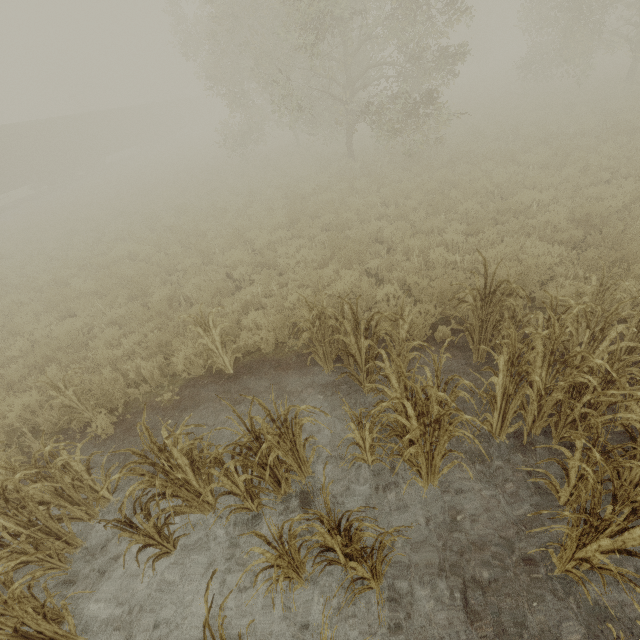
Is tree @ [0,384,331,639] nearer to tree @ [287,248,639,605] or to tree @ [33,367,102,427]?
tree @ [33,367,102,427]

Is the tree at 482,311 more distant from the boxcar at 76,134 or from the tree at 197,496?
the boxcar at 76,134

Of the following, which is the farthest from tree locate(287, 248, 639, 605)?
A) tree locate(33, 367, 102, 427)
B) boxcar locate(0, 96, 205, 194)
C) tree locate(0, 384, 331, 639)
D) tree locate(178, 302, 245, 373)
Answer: boxcar locate(0, 96, 205, 194)

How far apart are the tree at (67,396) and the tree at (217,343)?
→ 2.0 meters

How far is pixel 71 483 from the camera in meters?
3.9 m

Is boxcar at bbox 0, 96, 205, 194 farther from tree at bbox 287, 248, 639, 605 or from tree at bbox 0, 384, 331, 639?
tree at bbox 287, 248, 639, 605

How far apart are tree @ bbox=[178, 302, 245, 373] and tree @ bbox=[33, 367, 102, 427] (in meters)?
2.02

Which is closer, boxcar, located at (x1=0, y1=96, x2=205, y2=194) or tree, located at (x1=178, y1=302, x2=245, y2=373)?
tree, located at (x1=178, y1=302, x2=245, y2=373)
